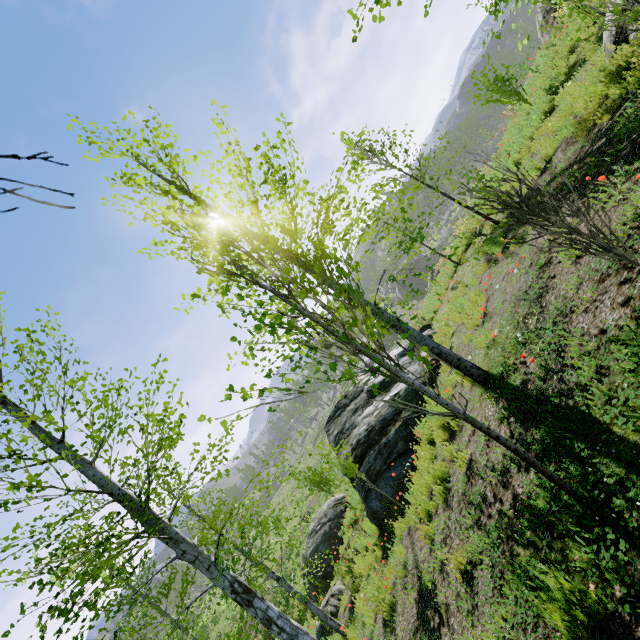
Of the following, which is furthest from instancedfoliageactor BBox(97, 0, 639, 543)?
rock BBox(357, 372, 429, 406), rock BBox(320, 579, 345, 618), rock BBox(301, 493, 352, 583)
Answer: rock BBox(301, 493, 352, 583)

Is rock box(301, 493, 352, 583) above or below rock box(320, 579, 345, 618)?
above

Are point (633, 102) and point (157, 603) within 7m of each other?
no

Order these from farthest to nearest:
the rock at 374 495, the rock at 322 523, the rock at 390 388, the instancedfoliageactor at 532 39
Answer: the rock at 322 523, the rock at 390 388, the rock at 374 495, the instancedfoliageactor at 532 39

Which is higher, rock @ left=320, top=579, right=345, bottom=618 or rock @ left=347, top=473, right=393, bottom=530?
rock @ left=347, top=473, right=393, bottom=530

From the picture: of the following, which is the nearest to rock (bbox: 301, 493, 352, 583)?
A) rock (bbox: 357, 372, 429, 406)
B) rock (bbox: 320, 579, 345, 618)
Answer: rock (bbox: 357, 372, 429, 406)

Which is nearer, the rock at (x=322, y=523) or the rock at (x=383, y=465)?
the rock at (x=383, y=465)

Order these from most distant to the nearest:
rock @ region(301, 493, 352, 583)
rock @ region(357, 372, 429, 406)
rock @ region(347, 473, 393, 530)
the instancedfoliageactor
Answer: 1. rock @ region(301, 493, 352, 583)
2. rock @ region(357, 372, 429, 406)
3. rock @ region(347, 473, 393, 530)
4. the instancedfoliageactor
